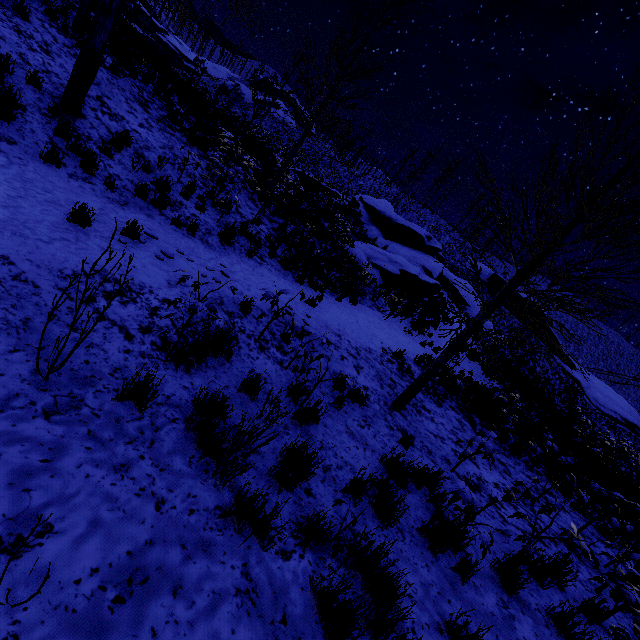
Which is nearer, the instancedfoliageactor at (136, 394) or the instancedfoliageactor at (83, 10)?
the instancedfoliageactor at (136, 394)

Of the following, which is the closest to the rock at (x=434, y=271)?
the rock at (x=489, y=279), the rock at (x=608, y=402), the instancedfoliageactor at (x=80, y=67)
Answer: the instancedfoliageactor at (x=80, y=67)

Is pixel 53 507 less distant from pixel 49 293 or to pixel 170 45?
pixel 49 293

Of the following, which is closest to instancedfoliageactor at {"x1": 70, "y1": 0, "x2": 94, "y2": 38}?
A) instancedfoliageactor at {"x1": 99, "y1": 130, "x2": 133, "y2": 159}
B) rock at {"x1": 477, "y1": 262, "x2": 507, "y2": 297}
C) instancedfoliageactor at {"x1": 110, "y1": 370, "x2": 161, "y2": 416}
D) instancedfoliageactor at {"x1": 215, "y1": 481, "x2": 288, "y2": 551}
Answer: instancedfoliageactor at {"x1": 99, "y1": 130, "x2": 133, "y2": 159}

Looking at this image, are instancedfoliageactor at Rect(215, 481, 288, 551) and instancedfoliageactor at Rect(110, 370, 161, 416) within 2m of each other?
yes

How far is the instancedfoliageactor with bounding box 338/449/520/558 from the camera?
3.34m

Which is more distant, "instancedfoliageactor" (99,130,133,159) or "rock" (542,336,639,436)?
"rock" (542,336,639,436)

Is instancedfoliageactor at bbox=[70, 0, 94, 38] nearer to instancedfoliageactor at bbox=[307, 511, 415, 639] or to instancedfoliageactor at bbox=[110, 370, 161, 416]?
instancedfoliageactor at bbox=[110, 370, 161, 416]
